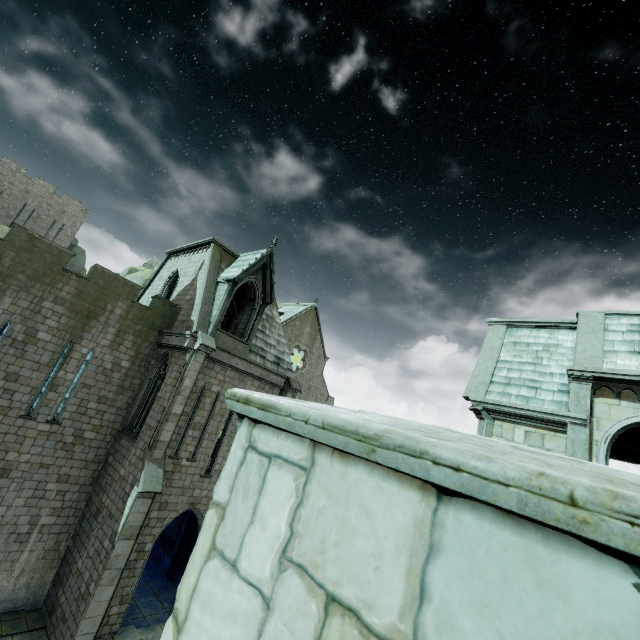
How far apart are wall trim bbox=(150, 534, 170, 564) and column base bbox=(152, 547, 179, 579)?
0.0 meters

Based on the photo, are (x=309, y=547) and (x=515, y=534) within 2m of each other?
yes

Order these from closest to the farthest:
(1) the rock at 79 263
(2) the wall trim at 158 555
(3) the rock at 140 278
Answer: (2) the wall trim at 158 555, (3) the rock at 140 278, (1) the rock at 79 263

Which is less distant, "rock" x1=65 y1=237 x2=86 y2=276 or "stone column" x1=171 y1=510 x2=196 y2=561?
"stone column" x1=171 y1=510 x2=196 y2=561

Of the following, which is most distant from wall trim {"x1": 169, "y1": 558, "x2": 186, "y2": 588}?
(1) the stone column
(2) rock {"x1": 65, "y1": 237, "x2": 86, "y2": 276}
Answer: (2) rock {"x1": 65, "y1": 237, "x2": 86, "y2": 276}

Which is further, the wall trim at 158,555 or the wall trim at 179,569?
the wall trim at 158,555

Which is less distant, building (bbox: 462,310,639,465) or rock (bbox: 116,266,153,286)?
building (bbox: 462,310,639,465)
